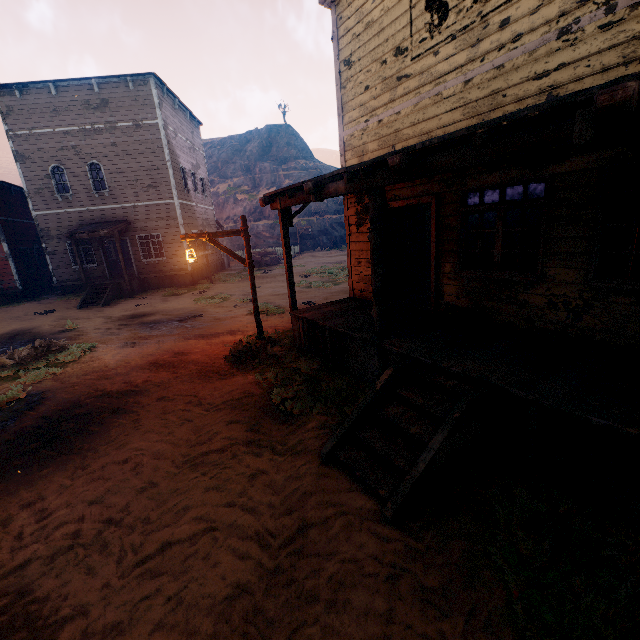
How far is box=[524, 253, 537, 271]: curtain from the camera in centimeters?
504cm

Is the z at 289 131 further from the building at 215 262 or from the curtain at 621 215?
the curtain at 621 215

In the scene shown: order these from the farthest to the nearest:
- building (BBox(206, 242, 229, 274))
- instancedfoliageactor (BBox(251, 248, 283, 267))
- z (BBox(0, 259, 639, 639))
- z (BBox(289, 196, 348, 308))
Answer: instancedfoliageactor (BBox(251, 248, 283, 267)) → building (BBox(206, 242, 229, 274)) → z (BBox(289, 196, 348, 308)) → z (BBox(0, 259, 639, 639))

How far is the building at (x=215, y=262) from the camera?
23.47m

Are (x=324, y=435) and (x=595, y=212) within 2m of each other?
no

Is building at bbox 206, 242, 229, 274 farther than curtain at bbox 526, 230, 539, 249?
Yes
